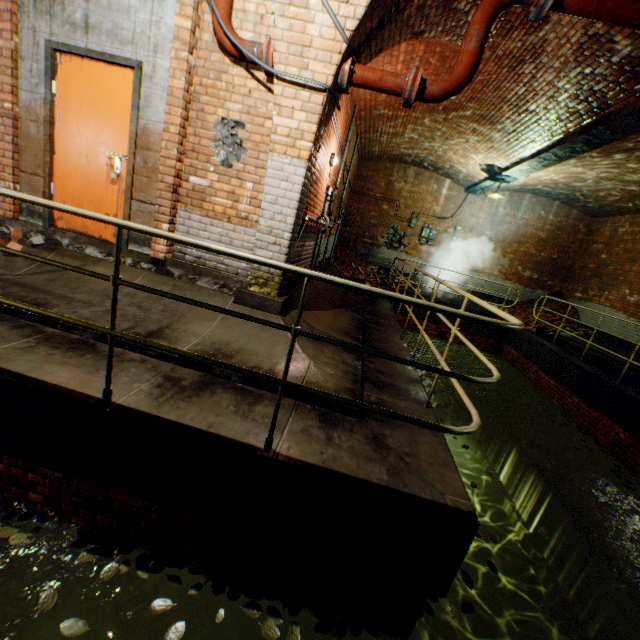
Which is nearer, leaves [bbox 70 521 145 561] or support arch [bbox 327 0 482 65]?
leaves [bbox 70 521 145 561]

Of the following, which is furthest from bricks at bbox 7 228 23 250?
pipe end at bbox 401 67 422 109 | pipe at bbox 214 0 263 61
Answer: pipe end at bbox 401 67 422 109

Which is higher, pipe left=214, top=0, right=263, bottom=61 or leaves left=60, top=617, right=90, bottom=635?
pipe left=214, top=0, right=263, bottom=61

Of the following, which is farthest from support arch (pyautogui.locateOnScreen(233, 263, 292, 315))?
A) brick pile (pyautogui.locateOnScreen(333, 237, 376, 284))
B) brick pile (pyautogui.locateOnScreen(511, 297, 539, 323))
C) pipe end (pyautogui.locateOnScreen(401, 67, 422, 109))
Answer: brick pile (pyautogui.locateOnScreen(511, 297, 539, 323))

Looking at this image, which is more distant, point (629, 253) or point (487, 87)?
point (629, 253)

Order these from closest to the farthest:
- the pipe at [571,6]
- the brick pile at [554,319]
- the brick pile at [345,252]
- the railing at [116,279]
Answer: the railing at [116,279] → the pipe at [571,6] → the brick pile at [554,319] → the brick pile at [345,252]

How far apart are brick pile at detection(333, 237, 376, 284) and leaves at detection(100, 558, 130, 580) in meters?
10.4 m

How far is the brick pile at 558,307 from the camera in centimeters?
1200cm
